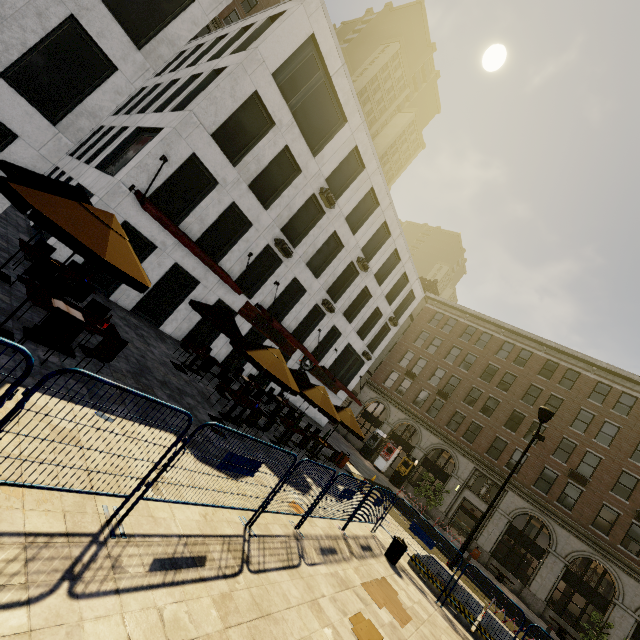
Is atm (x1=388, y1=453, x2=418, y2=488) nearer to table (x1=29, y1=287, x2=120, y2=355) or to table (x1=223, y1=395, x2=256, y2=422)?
table (x1=223, y1=395, x2=256, y2=422)

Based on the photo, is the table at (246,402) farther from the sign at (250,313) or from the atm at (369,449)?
the atm at (369,449)

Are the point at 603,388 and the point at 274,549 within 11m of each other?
no

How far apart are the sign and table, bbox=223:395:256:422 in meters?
6.9 m

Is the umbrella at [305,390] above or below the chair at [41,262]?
above

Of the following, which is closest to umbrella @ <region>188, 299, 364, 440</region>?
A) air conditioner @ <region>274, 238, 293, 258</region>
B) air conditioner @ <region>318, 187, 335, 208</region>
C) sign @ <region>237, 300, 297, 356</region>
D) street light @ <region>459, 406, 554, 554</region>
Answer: sign @ <region>237, 300, 297, 356</region>

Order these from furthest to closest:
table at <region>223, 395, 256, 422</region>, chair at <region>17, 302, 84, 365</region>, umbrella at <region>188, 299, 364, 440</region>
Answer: table at <region>223, 395, 256, 422</region>, umbrella at <region>188, 299, 364, 440</region>, chair at <region>17, 302, 84, 365</region>

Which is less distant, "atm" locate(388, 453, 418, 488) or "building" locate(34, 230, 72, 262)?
"building" locate(34, 230, 72, 262)
